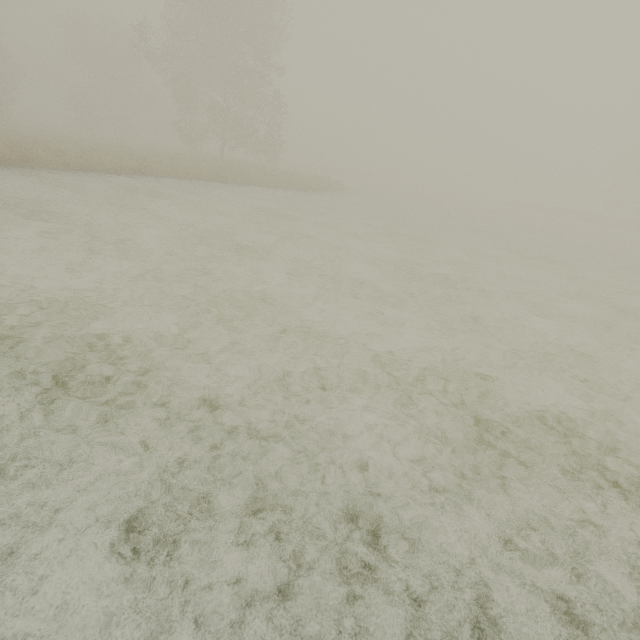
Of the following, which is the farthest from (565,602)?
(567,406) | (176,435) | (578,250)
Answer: (578,250)
